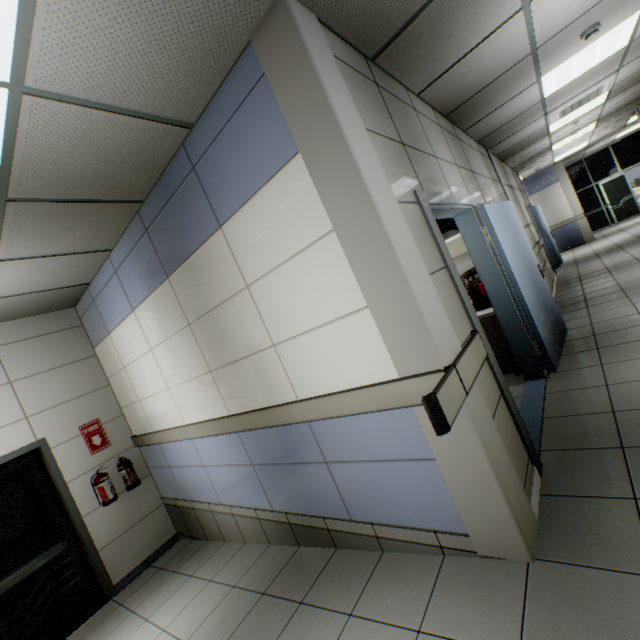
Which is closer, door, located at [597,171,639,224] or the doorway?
the doorway

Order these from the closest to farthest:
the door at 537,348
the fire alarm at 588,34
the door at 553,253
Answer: the door at 537,348 → the fire alarm at 588,34 → the door at 553,253

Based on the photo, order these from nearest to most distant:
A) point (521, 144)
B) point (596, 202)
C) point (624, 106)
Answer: point (521, 144), point (624, 106), point (596, 202)

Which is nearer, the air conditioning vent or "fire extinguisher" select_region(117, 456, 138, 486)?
"fire extinguisher" select_region(117, 456, 138, 486)

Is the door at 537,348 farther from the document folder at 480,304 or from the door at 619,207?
A: the door at 619,207

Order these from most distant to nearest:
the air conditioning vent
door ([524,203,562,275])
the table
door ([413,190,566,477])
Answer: door ([524,203,562,275]), the air conditioning vent, the table, door ([413,190,566,477])

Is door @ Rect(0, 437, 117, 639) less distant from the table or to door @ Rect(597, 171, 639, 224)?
the table

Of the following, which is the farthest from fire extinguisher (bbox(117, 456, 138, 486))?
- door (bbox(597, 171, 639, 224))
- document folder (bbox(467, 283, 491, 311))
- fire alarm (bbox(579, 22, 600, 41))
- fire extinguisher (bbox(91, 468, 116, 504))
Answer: door (bbox(597, 171, 639, 224))
